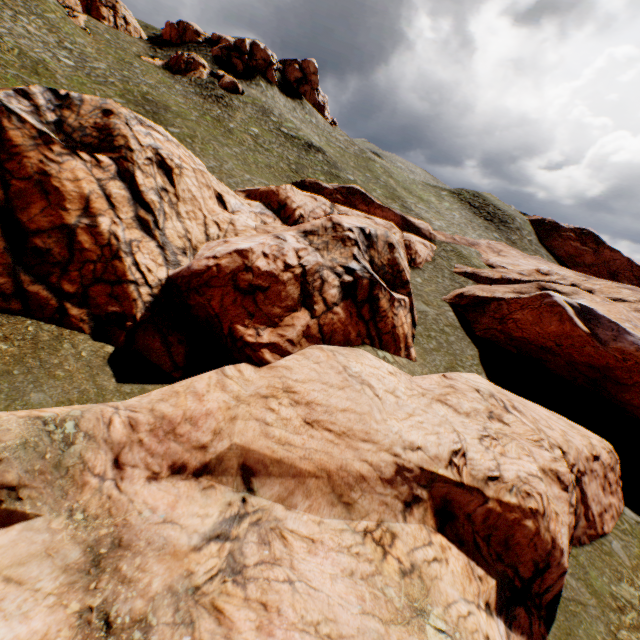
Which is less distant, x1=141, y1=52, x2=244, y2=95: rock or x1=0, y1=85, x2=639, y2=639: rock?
x1=0, y1=85, x2=639, y2=639: rock

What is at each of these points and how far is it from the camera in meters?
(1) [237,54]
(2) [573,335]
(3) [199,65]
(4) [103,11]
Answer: (1) rock, 53.4 m
(2) rock, 22.5 m
(3) rock, 48.8 m
(4) rock, 48.7 m

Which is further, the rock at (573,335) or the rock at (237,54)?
the rock at (237,54)

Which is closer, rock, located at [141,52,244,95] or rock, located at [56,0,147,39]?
rock, located at [56,0,147,39]

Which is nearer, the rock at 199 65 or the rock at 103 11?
the rock at 103 11

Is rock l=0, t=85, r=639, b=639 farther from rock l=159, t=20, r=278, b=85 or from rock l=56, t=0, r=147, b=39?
rock l=56, t=0, r=147, b=39

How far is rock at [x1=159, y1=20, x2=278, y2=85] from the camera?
53.0m
